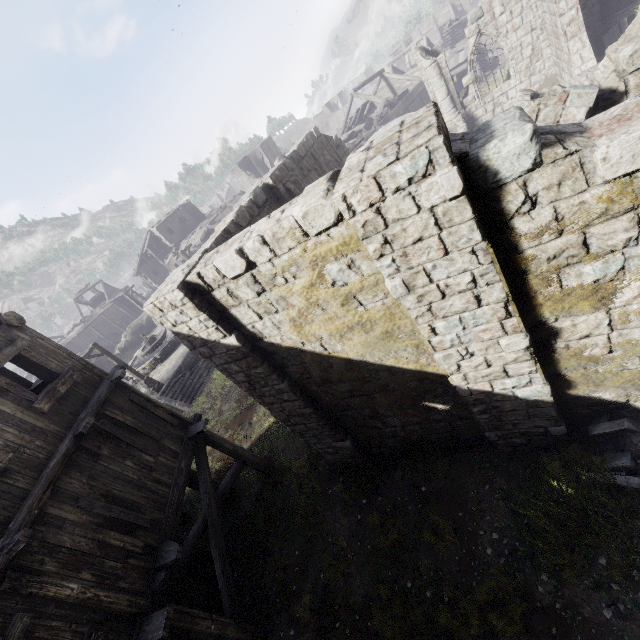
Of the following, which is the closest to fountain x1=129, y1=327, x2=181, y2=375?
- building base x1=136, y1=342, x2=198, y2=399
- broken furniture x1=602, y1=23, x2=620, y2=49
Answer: building base x1=136, y1=342, x2=198, y2=399

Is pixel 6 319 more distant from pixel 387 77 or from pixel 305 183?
pixel 387 77

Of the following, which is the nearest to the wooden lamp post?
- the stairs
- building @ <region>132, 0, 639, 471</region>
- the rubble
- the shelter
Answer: the stairs

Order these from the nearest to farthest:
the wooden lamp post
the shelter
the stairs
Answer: the shelter < the wooden lamp post < the stairs

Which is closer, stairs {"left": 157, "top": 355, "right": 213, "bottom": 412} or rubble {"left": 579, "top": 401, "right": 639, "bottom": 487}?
rubble {"left": 579, "top": 401, "right": 639, "bottom": 487}

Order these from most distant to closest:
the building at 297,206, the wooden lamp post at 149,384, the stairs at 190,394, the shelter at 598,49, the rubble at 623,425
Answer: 1. the stairs at 190,394
2. the wooden lamp post at 149,384
3. the shelter at 598,49
4. the rubble at 623,425
5. the building at 297,206

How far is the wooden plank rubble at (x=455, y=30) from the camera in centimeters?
3678cm

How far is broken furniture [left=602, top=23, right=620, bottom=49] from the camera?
14.52m
